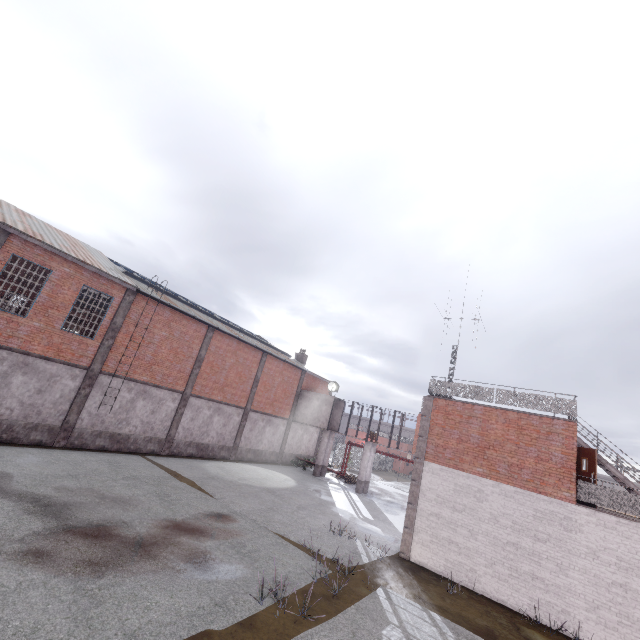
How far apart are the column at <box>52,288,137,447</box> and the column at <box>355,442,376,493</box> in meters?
20.0

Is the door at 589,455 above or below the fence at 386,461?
above

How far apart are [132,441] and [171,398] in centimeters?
320cm

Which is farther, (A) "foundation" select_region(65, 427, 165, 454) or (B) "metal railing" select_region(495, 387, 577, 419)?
(A) "foundation" select_region(65, 427, 165, 454)

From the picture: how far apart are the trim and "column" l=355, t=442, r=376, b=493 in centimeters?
1170cm

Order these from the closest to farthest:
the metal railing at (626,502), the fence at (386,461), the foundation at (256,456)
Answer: the metal railing at (626,502) → the foundation at (256,456) → the fence at (386,461)

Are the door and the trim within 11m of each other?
yes

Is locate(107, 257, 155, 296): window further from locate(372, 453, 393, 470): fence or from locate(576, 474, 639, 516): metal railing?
locate(576, 474, 639, 516): metal railing
